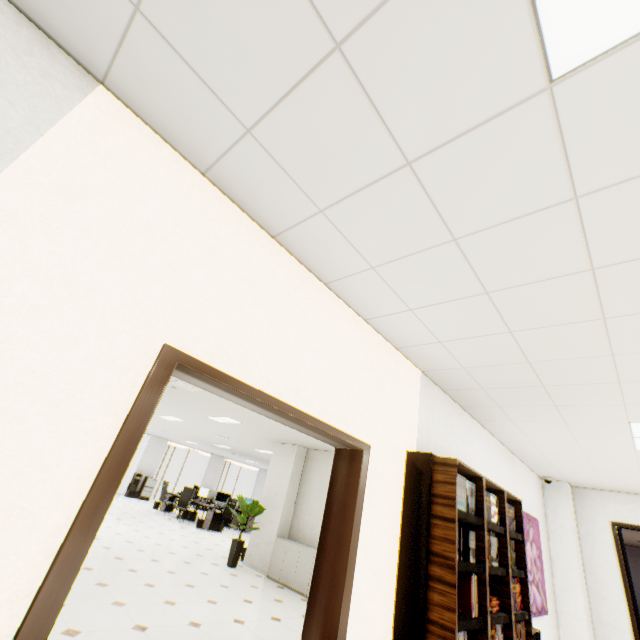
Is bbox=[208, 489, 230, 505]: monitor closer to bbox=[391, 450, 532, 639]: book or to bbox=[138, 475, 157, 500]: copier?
bbox=[138, 475, 157, 500]: copier

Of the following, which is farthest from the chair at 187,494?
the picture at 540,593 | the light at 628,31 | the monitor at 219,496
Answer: the light at 628,31

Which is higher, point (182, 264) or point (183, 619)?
point (182, 264)

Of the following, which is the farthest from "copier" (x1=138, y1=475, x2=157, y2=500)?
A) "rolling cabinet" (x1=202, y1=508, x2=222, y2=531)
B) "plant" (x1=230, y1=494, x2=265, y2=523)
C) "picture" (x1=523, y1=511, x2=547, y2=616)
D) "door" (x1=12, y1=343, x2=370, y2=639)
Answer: "door" (x1=12, y1=343, x2=370, y2=639)

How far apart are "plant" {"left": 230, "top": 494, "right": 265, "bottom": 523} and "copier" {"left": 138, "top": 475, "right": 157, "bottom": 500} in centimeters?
1112cm

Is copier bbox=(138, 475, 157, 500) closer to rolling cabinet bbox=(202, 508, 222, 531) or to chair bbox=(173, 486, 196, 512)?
chair bbox=(173, 486, 196, 512)

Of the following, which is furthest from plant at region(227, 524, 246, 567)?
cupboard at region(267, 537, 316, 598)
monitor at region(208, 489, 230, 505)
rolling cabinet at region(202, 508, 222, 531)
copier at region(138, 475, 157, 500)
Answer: copier at region(138, 475, 157, 500)

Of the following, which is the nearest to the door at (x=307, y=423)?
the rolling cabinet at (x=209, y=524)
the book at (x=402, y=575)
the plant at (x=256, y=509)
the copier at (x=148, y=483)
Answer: the book at (x=402, y=575)
